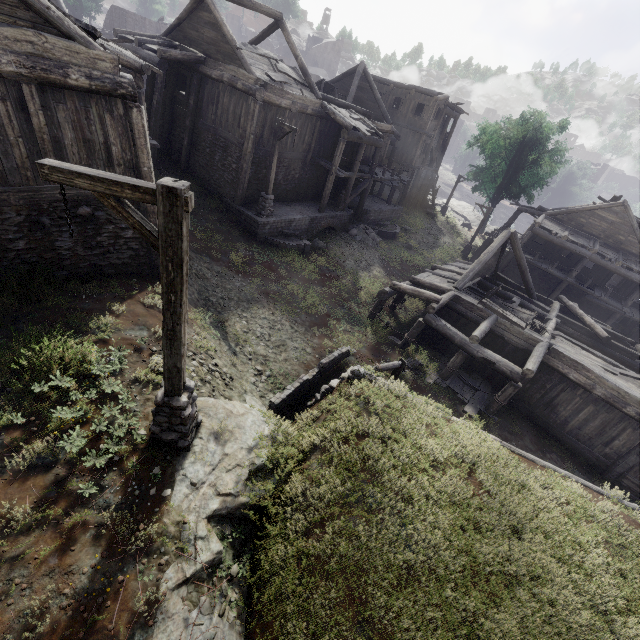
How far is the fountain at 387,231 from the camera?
25.6m

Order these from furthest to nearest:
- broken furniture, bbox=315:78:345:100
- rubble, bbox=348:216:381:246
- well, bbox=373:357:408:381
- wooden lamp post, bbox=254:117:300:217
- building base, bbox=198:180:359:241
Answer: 1. broken furniture, bbox=315:78:345:100
2. rubble, bbox=348:216:381:246
3. building base, bbox=198:180:359:241
4. wooden lamp post, bbox=254:117:300:217
5. well, bbox=373:357:408:381

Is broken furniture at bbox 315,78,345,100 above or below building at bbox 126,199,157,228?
above

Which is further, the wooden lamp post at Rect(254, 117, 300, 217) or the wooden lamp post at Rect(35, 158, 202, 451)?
the wooden lamp post at Rect(254, 117, 300, 217)

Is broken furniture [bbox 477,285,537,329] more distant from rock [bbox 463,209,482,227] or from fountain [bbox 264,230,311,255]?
rock [bbox 463,209,482,227]

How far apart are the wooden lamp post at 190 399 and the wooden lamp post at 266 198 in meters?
13.0 m

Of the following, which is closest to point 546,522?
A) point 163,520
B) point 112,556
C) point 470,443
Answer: point 470,443

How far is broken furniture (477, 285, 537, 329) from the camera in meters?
14.7 m
